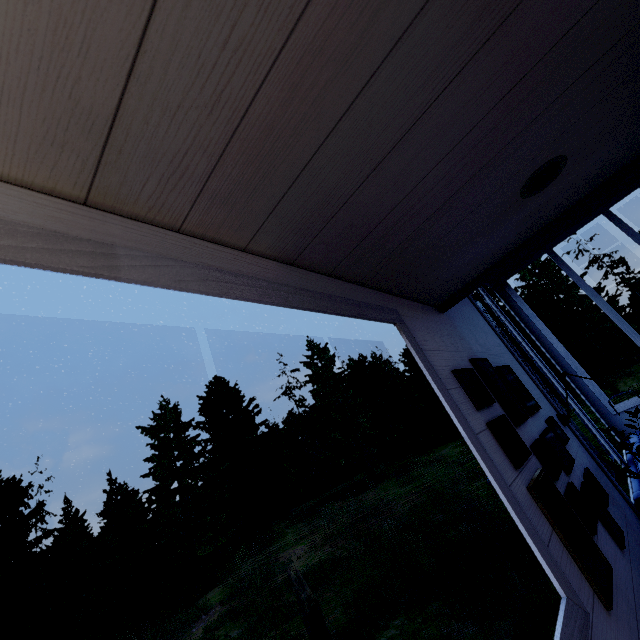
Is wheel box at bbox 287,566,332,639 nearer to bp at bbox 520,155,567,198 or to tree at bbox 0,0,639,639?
tree at bbox 0,0,639,639

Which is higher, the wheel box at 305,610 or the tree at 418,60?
the tree at 418,60

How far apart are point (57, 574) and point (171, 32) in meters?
73.4

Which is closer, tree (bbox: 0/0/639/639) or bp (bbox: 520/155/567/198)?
tree (bbox: 0/0/639/639)

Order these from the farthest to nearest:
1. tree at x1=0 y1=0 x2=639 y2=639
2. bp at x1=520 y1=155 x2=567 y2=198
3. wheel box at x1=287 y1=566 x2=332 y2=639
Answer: wheel box at x1=287 y1=566 x2=332 y2=639
bp at x1=520 y1=155 x2=567 y2=198
tree at x1=0 y1=0 x2=639 y2=639

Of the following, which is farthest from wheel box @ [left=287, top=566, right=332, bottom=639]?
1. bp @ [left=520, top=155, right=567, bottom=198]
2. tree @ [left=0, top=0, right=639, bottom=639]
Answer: bp @ [left=520, top=155, right=567, bottom=198]

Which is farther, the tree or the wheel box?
the wheel box

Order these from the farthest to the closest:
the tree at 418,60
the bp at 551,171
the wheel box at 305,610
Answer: the wheel box at 305,610
the bp at 551,171
the tree at 418,60
